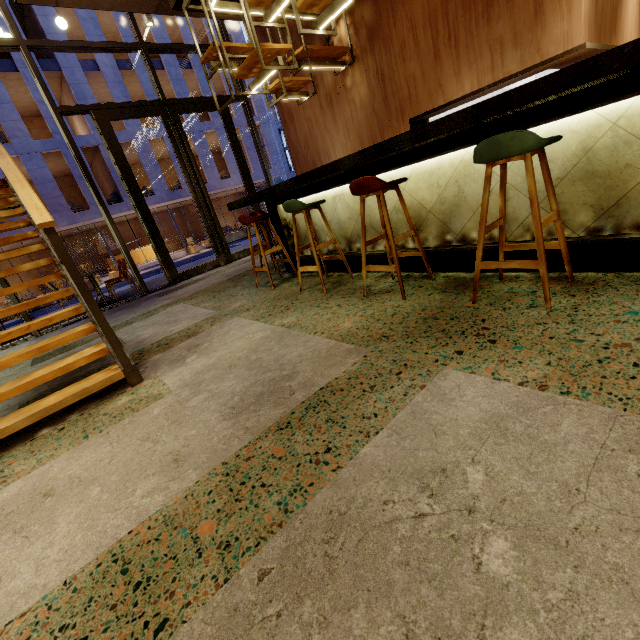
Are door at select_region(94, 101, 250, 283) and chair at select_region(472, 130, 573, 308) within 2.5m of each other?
no

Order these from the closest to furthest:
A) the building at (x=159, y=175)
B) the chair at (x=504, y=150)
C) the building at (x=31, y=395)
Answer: the chair at (x=504, y=150) → the building at (x=31, y=395) → the building at (x=159, y=175)

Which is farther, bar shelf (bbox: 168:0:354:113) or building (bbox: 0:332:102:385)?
building (bbox: 0:332:102:385)

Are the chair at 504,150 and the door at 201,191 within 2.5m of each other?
no

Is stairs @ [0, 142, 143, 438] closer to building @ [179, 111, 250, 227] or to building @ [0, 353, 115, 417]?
building @ [0, 353, 115, 417]

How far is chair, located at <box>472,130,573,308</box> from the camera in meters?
1.7

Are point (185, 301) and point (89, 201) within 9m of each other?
no

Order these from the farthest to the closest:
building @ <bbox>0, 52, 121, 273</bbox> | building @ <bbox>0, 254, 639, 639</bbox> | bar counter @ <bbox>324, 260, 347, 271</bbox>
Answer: building @ <bbox>0, 52, 121, 273</bbox> → bar counter @ <bbox>324, 260, 347, 271</bbox> → building @ <bbox>0, 254, 639, 639</bbox>
